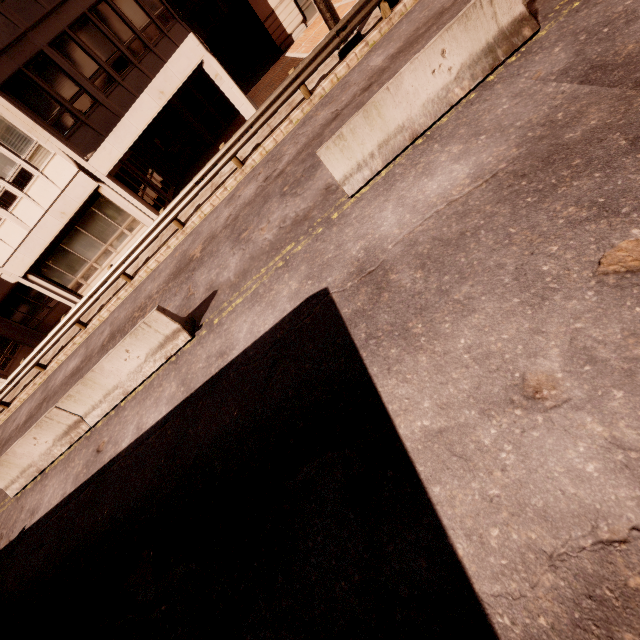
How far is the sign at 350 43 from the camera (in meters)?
11.19

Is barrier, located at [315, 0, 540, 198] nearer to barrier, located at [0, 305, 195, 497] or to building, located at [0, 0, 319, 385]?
barrier, located at [0, 305, 195, 497]

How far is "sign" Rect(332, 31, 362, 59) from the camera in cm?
1119

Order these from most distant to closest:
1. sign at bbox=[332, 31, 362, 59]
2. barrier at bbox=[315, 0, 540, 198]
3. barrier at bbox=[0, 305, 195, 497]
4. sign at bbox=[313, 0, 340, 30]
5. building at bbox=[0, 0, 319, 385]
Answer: building at bbox=[0, 0, 319, 385], sign at bbox=[332, 31, 362, 59], sign at bbox=[313, 0, 340, 30], barrier at bbox=[0, 305, 195, 497], barrier at bbox=[315, 0, 540, 198]

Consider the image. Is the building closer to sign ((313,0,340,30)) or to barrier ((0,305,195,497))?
sign ((313,0,340,30))

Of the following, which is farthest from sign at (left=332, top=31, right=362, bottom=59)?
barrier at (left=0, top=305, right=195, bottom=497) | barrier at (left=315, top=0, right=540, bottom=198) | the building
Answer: barrier at (left=0, top=305, right=195, bottom=497)

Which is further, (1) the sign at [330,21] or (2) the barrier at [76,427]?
(1) the sign at [330,21]

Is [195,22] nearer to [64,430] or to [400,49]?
[400,49]
